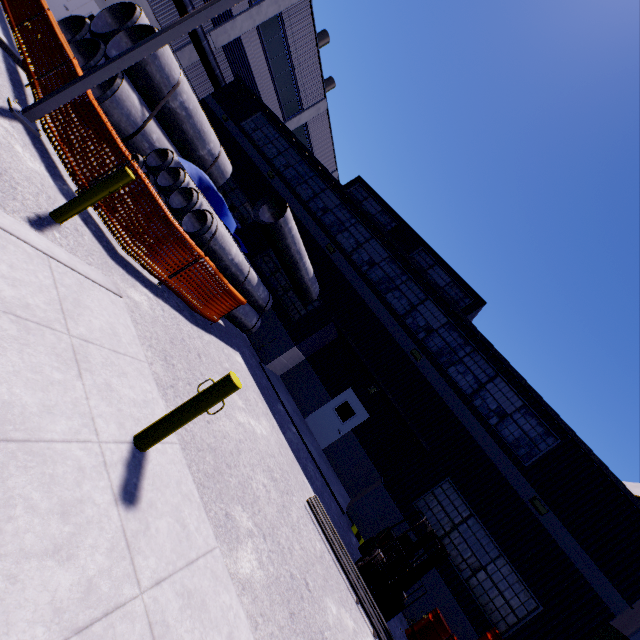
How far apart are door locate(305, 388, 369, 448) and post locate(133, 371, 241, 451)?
10.85m

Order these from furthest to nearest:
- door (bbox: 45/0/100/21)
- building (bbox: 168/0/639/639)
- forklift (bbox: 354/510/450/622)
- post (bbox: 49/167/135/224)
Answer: door (bbox: 45/0/100/21), building (bbox: 168/0/639/639), forklift (bbox: 354/510/450/622), post (bbox: 49/167/135/224)

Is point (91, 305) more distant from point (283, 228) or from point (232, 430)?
point (283, 228)

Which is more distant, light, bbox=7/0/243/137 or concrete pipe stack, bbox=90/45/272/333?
concrete pipe stack, bbox=90/45/272/333

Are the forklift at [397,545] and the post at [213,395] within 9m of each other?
yes

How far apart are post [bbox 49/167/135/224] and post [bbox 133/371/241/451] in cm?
351

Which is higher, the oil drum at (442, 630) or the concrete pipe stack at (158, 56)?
the concrete pipe stack at (158, 56)

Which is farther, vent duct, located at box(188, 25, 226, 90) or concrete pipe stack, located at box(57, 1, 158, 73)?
vent duct, located at box(188, 25, 226, 90)
